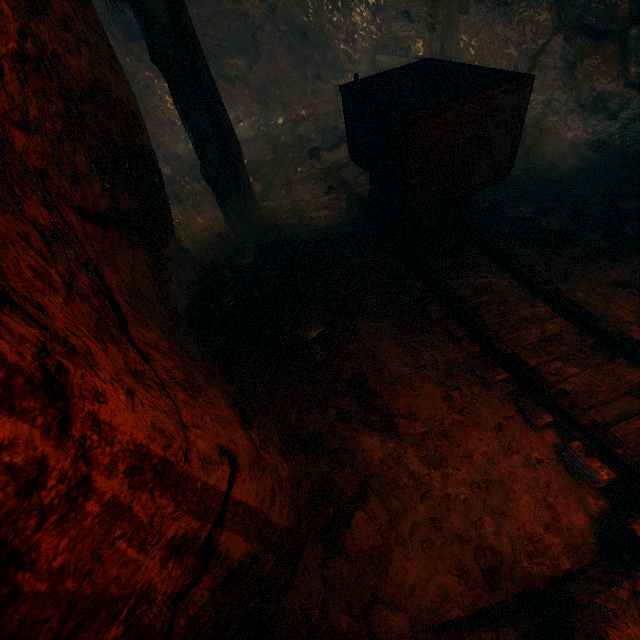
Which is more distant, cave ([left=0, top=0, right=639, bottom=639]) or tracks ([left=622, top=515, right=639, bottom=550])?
tracks ([left=622, top=515, right=639, bottom=550])

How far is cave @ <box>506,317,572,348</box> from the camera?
2.53m

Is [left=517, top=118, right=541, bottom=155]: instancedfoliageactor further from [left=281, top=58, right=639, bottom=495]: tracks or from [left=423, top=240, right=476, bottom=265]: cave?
[left=281, top=58, right=639, bottom=495]: tracks

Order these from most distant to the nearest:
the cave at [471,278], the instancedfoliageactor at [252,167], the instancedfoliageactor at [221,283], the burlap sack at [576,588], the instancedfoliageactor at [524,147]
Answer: the instancedfoliageactor at [252,167]
the instancedfoliageactor at [524,147]
the instancedfoliageactor at [221,283]
the cave at [471,278]
the burlap sack at [576,588]

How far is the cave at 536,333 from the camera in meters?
2.5

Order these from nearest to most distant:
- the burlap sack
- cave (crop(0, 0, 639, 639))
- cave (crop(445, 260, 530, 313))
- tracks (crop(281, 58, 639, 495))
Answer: cave (crop(0, 0, 639, 639))
the burlap sack
tracks (crop(281, 58, 639, 495))
cave (crop(445, 260, 530, 313))

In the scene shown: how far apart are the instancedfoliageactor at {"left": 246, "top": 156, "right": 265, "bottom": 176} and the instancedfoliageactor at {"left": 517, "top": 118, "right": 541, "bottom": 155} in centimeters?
426cm

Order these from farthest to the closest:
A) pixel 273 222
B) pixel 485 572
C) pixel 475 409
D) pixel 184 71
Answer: pixel 273 222 → pixel 184 71 → pixel 475 409 → pixel 485 572
